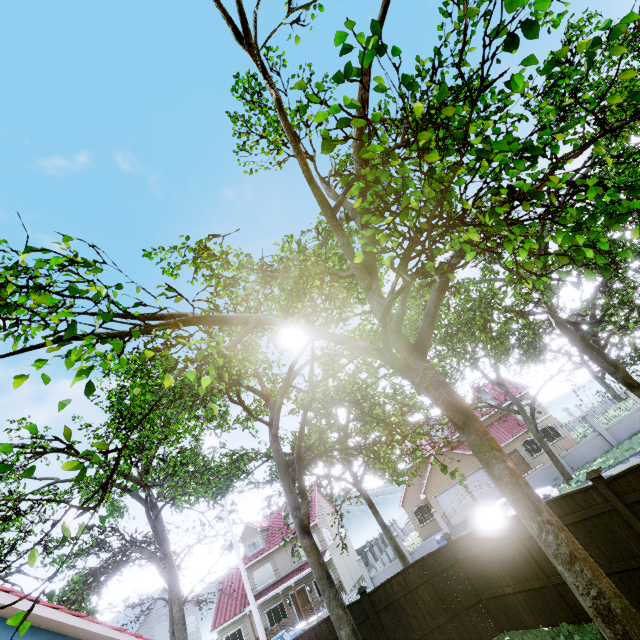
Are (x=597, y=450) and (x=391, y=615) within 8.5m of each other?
no

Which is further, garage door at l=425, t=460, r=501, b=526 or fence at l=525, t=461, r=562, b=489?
garage door at l=425, t=460, r=501, b=526

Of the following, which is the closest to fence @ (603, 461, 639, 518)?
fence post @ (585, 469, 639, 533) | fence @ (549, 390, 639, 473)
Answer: fence post @ (585, 469, 639, 533)

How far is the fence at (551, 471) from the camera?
22.7 meters

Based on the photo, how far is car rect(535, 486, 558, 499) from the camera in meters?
18.3

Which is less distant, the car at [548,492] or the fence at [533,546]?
the fence at [533,546]

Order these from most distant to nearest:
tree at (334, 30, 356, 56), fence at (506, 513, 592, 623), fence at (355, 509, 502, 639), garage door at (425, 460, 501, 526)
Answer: garage door at (425, 460, 501, 526) → fence at (355, 509, 502, 639) → fence at (506, 513, 592, 623) → tree at (334, 30, 356, 56)

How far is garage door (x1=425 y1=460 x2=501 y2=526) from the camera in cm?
2686
